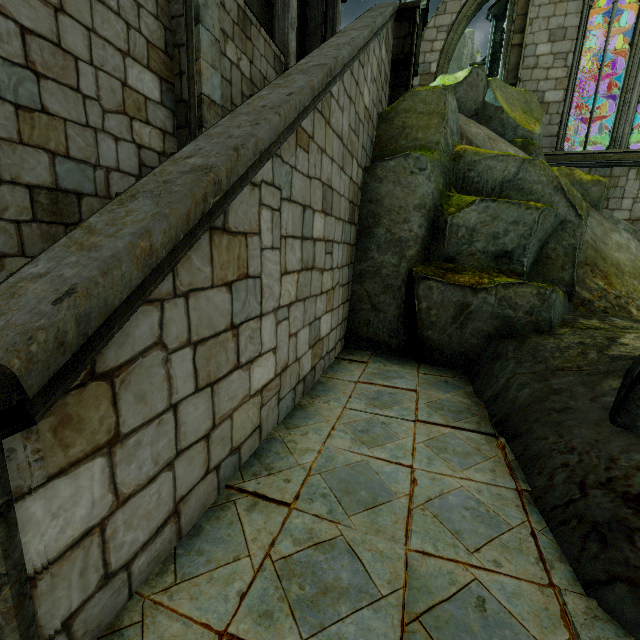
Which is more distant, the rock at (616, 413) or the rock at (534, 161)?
the rock at (534, 161)

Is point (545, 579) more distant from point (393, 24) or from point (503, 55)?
point (503, 55)

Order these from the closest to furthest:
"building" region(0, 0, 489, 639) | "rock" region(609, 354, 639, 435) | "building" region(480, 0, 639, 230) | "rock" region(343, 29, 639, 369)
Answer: "building" region(0, 0, 489, 639)
"rock" region(609, 354, 639, 435)
"rock" region(343, 29, 639, 369)
"building" region(480, 0, 639, 230)

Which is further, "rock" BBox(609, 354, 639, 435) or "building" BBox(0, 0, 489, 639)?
"rock" BBox(609, 354, 639, 435)

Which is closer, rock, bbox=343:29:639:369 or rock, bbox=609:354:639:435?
rock, bbox=609:354:639:435

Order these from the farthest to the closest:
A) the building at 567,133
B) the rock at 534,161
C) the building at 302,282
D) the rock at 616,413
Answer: the building at 567,133, the rock at 534,161, the rock at 616,413, the building at 302,282

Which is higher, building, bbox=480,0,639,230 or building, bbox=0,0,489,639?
building, bbox=480,0,639,230

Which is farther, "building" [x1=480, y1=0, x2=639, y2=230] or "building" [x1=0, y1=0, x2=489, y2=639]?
"building" [x1=480, y1=0, x2=639, y2=230]
